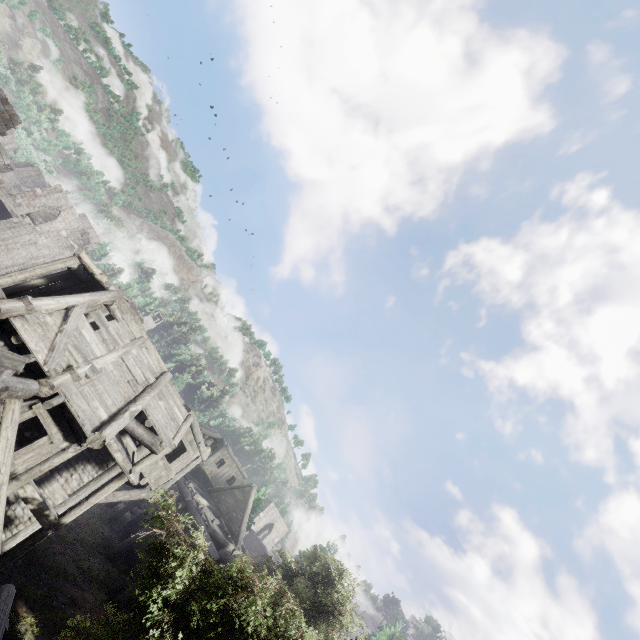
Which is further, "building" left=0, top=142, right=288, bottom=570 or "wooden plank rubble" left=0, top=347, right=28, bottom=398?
"building" left=0, top=142, right=288, bottom=570

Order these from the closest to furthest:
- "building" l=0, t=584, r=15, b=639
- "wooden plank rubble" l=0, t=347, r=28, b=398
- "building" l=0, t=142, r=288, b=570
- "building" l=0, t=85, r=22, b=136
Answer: "wooden plank rubble" l=0, t=347, r=28, b=398 → "building" l=0, t=584, r=15, b=639 → "building" l=0, t=142, r=288, b=570 → "building" l=0, t=85, r=22, b=136

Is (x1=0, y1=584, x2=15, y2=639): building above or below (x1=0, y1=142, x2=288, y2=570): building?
below

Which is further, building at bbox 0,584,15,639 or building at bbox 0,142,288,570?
building at bbox 0,142,288,570

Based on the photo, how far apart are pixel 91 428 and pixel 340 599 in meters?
13.1 m

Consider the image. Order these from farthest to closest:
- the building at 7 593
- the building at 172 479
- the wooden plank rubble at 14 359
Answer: the building at 172 479 < the building at 7 593 < the wooden plank rubble at 14 359

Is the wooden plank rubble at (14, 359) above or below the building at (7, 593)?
above
